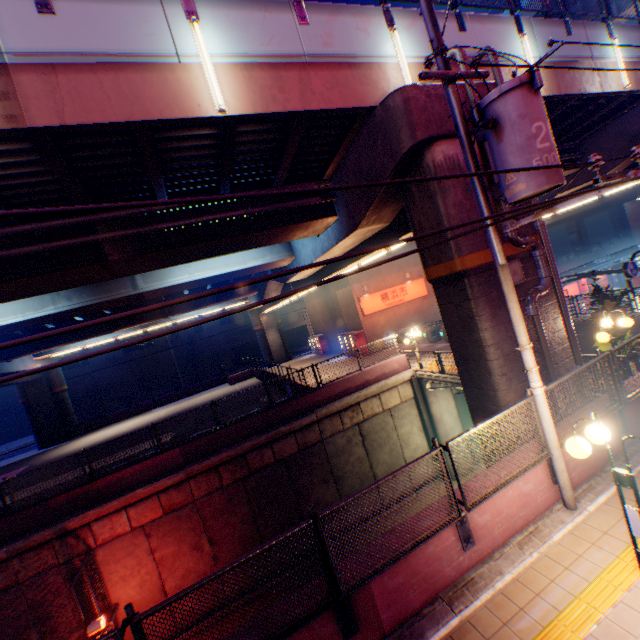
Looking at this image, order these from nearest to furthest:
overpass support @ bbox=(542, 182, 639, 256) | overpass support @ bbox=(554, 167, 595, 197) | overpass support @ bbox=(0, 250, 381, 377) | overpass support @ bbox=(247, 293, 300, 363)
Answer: overpass support @ bbox=(554, 167, 595, 197)
overpass support @ bbox=(0, 250, 381, 377)
overpass support @ bbox=(247, 293, 300, 363)
overpass support @ bbox=(542, 182, 639, 256)

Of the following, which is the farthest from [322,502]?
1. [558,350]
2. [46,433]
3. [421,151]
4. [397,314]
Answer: [46,433]

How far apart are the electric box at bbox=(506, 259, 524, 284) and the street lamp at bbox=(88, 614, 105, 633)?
15.91m

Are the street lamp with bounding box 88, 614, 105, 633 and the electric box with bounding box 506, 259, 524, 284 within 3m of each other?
no

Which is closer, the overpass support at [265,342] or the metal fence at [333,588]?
the metal fence at [333,588]

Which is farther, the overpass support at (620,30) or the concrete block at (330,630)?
the overpass support at (620,30)

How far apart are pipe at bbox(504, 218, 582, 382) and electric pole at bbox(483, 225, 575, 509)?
2.2m

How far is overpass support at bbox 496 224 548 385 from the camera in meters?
8.2 m
